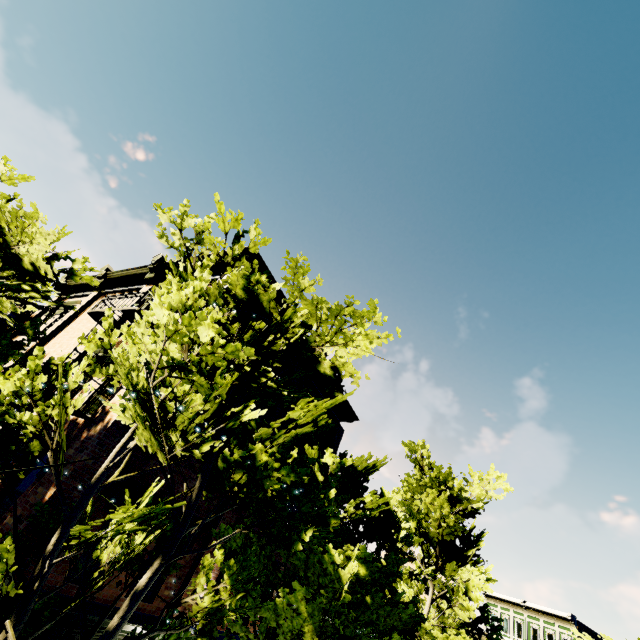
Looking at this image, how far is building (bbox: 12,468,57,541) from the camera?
6.5m

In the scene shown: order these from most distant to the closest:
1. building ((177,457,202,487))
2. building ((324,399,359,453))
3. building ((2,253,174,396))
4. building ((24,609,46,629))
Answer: building ((324,399,359,453)) < building ((2,253,174,396)) < building ((177,457,202,487)) < building ((24,609,46,629))

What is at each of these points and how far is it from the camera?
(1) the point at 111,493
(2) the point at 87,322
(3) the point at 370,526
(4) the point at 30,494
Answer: (1) building, 7.9m
(2) building, 14.6m
(3) tree, 13.1m
(4) building, 7.0m

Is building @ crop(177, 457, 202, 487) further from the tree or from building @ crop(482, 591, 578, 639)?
building @ crop(482, 591, 578, 639)

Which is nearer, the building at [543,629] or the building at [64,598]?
the building at [64,598]

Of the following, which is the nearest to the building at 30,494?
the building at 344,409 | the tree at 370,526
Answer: the tree at 370,526
